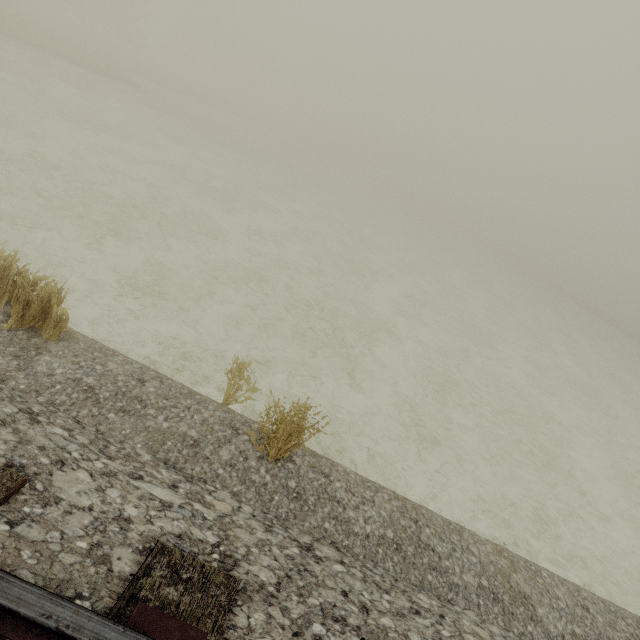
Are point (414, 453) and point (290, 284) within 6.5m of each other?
yes
